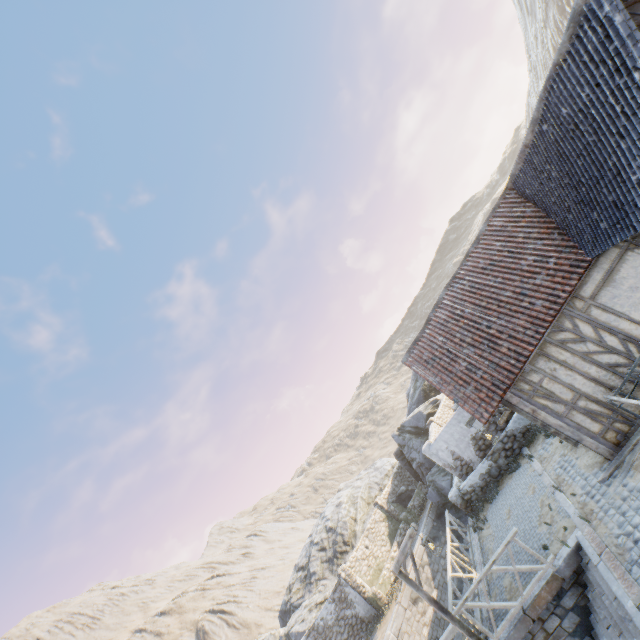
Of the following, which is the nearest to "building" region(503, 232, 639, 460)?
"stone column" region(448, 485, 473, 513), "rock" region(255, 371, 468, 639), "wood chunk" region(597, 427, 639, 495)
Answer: "wood chunk" region(597, 427, 639, 495)

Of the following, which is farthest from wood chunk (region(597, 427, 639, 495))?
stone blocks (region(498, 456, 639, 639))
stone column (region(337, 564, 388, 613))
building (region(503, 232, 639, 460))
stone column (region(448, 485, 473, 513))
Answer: stone column (region(337, 564, 388, 613))

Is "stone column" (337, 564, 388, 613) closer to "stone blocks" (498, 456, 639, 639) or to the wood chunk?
"stone blocks" (498, 456, 639, 639)

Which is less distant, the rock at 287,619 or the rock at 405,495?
the rock at 287,619

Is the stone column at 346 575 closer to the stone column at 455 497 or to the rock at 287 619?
the rock at 287 619

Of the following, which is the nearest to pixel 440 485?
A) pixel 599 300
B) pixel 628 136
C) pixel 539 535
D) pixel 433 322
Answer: pixel 539 535

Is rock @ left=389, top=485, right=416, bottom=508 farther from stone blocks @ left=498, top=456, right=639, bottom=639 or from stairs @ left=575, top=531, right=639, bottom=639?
stairs @ left=575, top=531, right=639, bottom=639

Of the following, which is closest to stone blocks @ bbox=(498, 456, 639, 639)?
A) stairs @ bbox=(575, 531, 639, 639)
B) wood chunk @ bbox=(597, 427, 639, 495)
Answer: stairs @ bbox=(575, 531, 639, 639)
